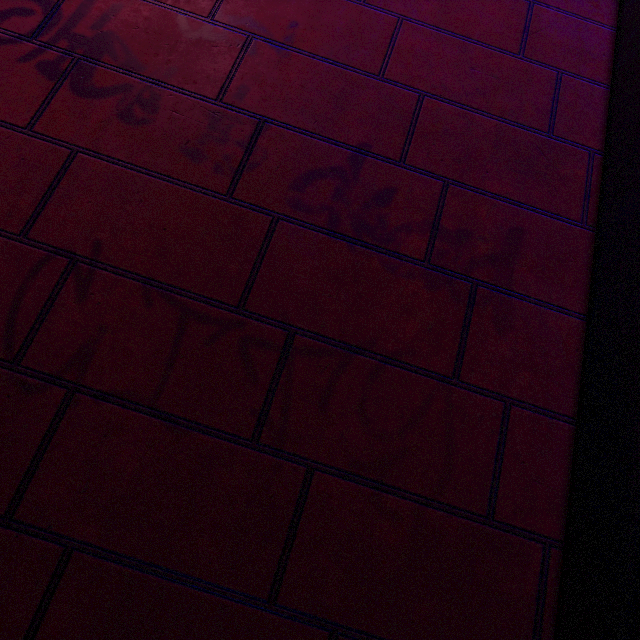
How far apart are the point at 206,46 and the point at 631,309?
2.42m
